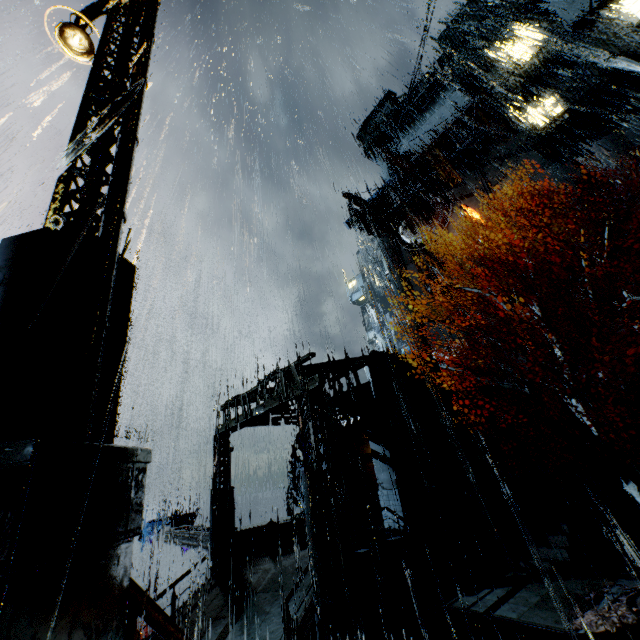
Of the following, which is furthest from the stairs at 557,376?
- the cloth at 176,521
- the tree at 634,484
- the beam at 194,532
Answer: the cloth at 176,521

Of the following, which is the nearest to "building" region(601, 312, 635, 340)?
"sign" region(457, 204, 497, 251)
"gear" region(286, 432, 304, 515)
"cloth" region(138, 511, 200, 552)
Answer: "sign" region(457, 204, 497, 251)

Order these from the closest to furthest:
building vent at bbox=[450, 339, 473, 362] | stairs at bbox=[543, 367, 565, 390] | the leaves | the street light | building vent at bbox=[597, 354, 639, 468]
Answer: the street light
the leaves
building vent at bbox=[597, 354, 639, 468]
stairs at bbox=[543, 367, 565, 390]
building vent at bbox=[450, 339, 473, 362]

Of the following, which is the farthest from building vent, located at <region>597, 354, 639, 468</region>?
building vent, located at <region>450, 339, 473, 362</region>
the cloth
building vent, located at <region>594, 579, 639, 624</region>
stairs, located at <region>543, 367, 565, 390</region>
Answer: the cloth

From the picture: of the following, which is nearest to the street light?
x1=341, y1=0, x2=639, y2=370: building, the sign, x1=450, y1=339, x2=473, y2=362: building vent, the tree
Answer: x1=341, y1=0, x2=639, y2=370: building

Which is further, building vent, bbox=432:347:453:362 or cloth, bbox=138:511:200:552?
building vent, bbox=432:347:453:362

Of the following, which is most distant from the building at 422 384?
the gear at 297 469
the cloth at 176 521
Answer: the cloth at 176 521

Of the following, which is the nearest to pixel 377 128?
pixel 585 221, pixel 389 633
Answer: pixel 585 221
